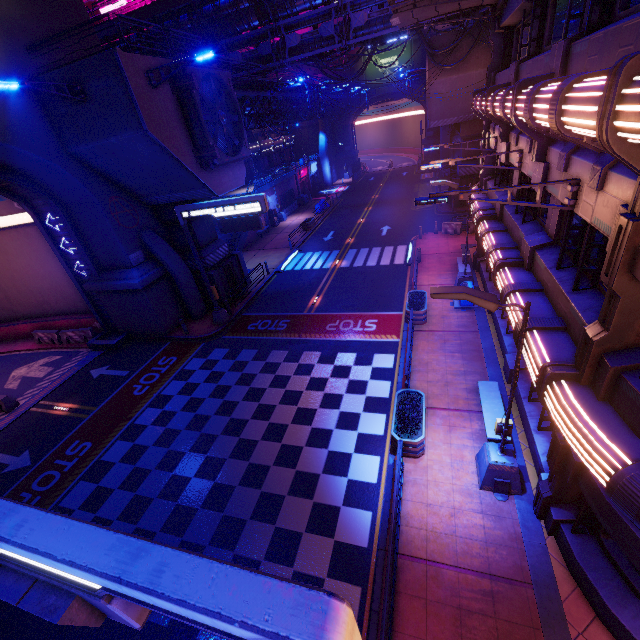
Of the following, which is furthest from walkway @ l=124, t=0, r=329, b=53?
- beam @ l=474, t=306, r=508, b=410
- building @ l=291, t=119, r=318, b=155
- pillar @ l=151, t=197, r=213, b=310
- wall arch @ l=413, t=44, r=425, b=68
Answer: wall arch @ l=413, t=44, r=425, b=68

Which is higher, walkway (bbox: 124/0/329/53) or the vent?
walkway (bbox: 124/0/329/53)

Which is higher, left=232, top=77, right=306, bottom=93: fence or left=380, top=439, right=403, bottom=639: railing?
Answer: left=232, top=77, right=306, bottom=93: fence

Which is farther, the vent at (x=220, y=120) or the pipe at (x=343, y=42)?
the pipe at (x=343, y=42)

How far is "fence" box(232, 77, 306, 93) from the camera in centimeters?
1923cm

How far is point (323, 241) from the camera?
31.47m

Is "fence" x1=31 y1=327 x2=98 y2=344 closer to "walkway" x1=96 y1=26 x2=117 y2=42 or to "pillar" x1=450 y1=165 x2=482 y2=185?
"walkway" x1=96 y1=26 x2=117 y2=42

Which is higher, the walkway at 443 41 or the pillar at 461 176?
the walkway at 443 41
